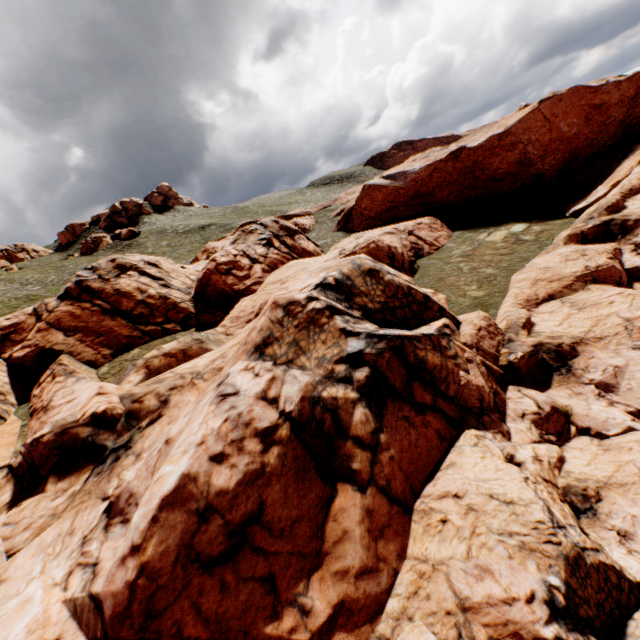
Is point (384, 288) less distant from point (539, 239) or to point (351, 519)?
point (351, 519)
